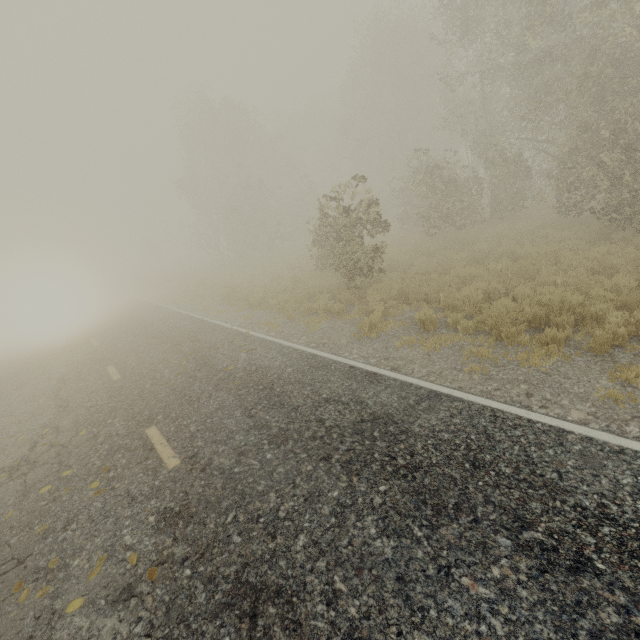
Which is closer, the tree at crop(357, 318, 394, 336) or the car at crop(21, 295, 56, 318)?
the tree at crop(357, 318, 394, 336)

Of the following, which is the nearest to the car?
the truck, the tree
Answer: the truck

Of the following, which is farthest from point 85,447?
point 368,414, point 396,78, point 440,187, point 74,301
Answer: point 74,301

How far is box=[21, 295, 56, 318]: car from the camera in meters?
23.3

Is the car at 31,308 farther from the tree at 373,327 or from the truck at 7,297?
the tree at 373,327

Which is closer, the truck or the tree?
the tree

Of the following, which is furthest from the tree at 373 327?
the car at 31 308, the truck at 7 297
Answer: the truck at 7 297

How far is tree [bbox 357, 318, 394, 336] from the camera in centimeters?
801cm
